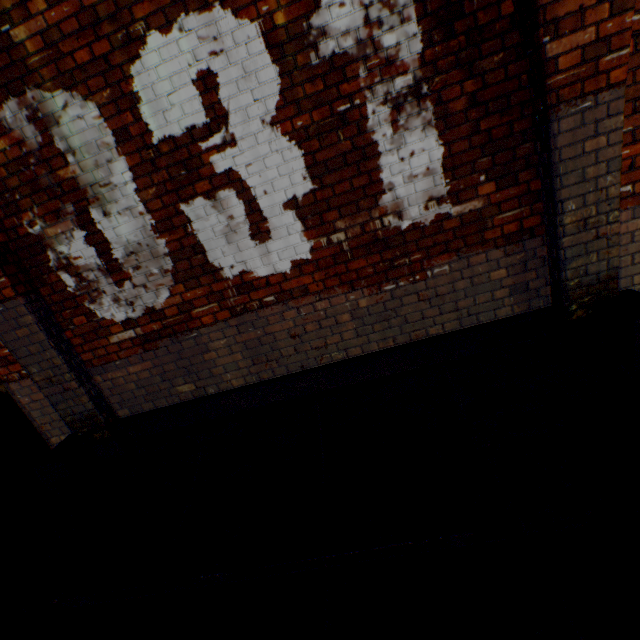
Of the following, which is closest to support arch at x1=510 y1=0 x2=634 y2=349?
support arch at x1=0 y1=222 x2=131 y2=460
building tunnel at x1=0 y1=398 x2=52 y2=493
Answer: support arch at x1=0 y1=222 x2=131 y2=460

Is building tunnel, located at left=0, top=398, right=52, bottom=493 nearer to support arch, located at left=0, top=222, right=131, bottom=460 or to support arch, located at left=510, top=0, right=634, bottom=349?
support arch, located at left=0, top=222, right=131, bottom=460

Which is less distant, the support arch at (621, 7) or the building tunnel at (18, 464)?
the support arch at (621, 7)

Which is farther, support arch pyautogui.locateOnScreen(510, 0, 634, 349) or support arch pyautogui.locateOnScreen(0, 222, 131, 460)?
support arch pyautogui.locateOnScreen(0, 222, 131, 460)

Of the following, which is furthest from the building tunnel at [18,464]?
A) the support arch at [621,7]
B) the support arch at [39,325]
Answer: the support arch at [621,7]

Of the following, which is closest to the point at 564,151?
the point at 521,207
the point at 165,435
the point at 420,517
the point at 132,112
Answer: the point at 521,207
